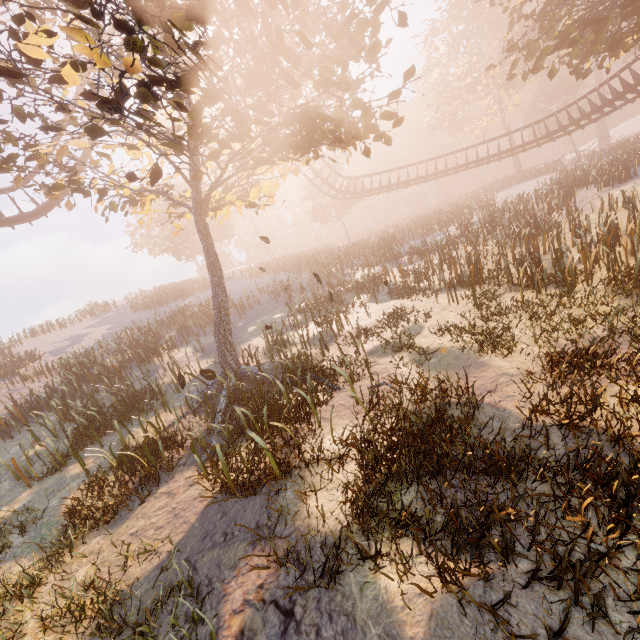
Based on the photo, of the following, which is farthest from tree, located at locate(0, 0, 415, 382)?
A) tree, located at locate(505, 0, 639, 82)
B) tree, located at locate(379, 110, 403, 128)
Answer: tree, located at locate(505, 0, 639, 82)

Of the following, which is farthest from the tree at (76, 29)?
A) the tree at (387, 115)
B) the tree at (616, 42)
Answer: the tree at (616, 42)

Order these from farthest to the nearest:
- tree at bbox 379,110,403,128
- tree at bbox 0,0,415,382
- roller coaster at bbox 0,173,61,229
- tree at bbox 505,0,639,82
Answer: roller coaster at bbox 0,173,61,229
tree at bbox 505,0,639,82
tree at bbox 379,110,403,128
tree at bbox 0,0,415,382

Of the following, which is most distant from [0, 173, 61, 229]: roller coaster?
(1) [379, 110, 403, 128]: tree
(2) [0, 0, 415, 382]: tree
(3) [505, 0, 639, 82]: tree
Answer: (1) [379, 110, 403, 128]: tree

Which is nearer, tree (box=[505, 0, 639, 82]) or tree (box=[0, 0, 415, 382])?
tree (box=[0, 0, 415, 382])

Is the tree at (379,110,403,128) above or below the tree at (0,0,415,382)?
above

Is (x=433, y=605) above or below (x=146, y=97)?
below

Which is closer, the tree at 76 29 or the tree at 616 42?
the tree at 76 29
